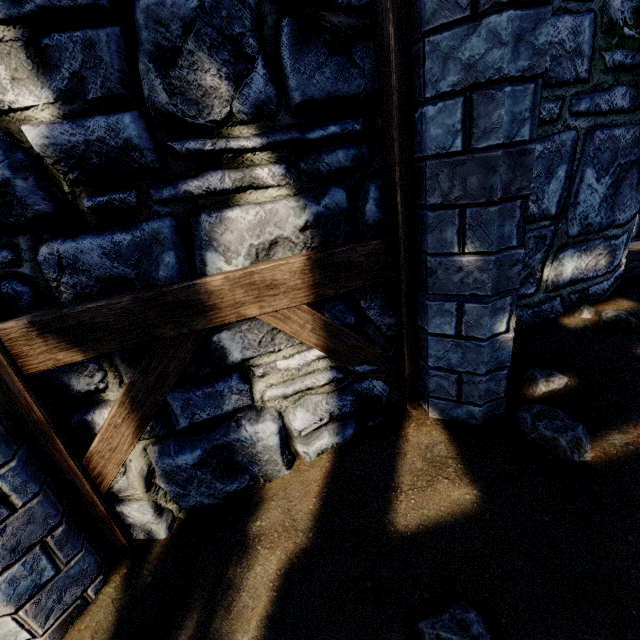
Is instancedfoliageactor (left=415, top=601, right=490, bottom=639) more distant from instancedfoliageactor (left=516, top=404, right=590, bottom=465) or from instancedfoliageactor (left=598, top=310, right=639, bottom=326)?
instancedfoliageactor (left=598, top=310, right=639, bottom=326)

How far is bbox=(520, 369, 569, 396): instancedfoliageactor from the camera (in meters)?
2.13

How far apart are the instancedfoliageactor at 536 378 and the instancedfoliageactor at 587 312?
0.8m

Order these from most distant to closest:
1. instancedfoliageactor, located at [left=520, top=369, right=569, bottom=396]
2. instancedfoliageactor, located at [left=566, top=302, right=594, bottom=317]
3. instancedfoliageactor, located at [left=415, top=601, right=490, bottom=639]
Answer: instancedfoliageactor, located at [left=566, top=302, right=594, bottom=317] < instancedfoliageactor, located at [left=520, top=369, right=569, bottom=396] < instancedfoliageactor, located at [left=415, top=601, right=490, bottom=639]

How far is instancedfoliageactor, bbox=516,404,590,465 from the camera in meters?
1.7 m

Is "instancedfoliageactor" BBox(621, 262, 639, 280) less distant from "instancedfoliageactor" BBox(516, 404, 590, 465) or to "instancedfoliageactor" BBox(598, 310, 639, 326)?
"instancedfoliageactor" BBox(598, 310, 639, 326)

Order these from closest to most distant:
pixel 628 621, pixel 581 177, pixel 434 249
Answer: pixel 628 621 → pixel 434 249 → pixel 581 177

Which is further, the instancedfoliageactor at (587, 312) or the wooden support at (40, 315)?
the instancedfoliageactor at (587, 312)
